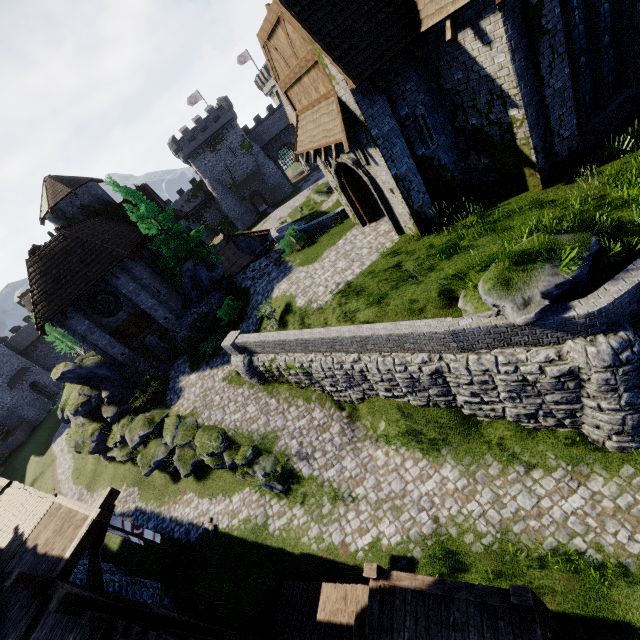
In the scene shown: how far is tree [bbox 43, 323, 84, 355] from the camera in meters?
49.2

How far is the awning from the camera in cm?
1080

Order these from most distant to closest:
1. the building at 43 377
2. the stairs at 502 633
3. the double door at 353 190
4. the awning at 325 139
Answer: the building at 43 377, the double door at 353 190, the awning at 325 139, the stairs at 502 633

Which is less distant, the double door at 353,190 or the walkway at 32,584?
the walkway at 32,584

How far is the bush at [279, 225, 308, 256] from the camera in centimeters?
2025cm

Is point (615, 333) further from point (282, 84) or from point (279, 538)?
point (282, 84)

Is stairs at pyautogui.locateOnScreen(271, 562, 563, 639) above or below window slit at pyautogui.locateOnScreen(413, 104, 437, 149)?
below

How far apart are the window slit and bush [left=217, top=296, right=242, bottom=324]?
14.07m
